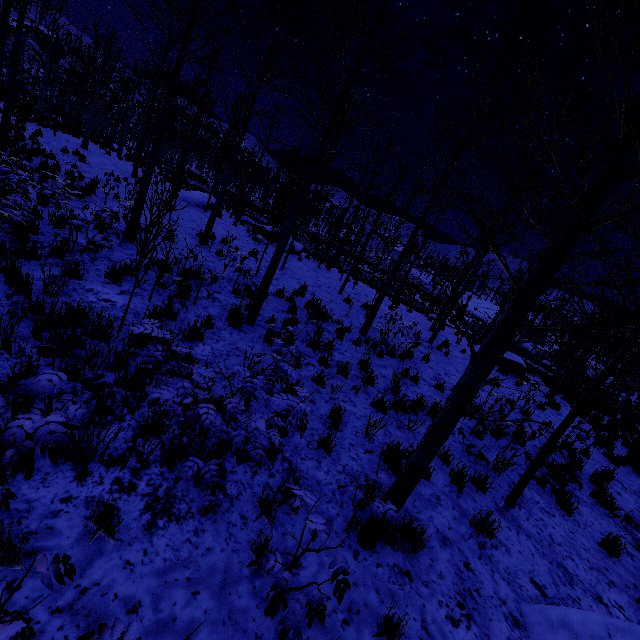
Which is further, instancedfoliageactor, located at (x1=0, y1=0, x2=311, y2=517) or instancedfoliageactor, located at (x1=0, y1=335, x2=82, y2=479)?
instancedfoliageactor, located at (x1=0, y1=0, x2=311, y2=517)

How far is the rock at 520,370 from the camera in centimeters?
1523cm

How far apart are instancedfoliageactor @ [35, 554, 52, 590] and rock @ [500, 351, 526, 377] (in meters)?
16.73

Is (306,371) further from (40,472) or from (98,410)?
(40,472)

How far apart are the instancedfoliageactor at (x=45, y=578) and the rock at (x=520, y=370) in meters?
16.7 m

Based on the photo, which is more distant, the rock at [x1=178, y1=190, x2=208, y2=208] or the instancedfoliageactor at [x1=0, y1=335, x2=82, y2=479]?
the rock at [x1=178, y1=190, x2=208, y2=208]

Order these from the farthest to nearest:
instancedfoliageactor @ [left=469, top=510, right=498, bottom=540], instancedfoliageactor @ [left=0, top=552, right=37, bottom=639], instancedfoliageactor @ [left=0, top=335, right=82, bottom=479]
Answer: instancedfoliageactor @ [left=469, top=510, right=498, bottom=540] < instancedfoliageactor @ [left=0, top=335, right=82, bottom=479] < instancedfoliageactor @ [left=0, top=552, right=37, bottom=639]

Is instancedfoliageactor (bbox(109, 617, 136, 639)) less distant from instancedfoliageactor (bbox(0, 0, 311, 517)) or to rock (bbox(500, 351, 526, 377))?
instancedfoliageactor (bbox(0, 0, 311, 517))
